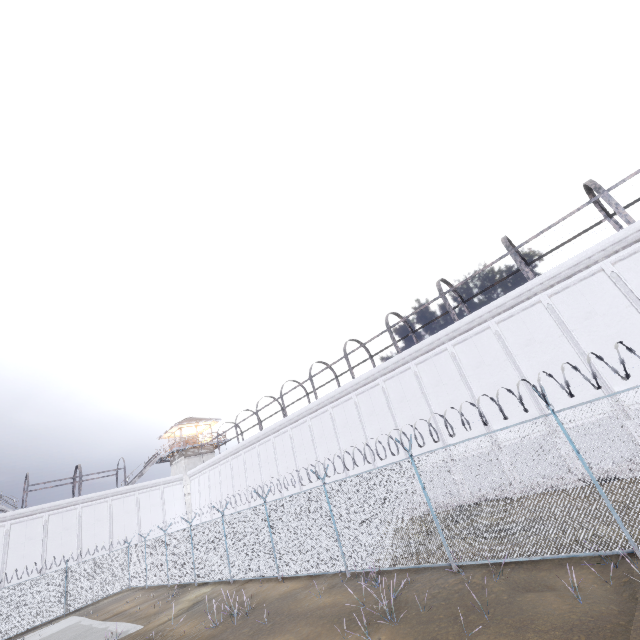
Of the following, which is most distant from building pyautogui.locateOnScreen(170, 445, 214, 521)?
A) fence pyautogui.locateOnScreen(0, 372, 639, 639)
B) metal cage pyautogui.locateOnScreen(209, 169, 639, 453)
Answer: metal cage pyautogui.locateOnScreen(209, 169, 639, 453)

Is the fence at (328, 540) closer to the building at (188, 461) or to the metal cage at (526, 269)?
the metal cage at (526, 269)

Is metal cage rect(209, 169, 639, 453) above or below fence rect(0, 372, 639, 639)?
above

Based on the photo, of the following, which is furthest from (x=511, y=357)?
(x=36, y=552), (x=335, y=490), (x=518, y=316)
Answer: (x=36, y=552)

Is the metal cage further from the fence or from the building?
the building

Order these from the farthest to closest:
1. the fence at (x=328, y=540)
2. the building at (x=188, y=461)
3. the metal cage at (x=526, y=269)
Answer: the building at (x=188, y=461), the metal cage at (x=526, y=269), the fence at (x=328, y=540)
